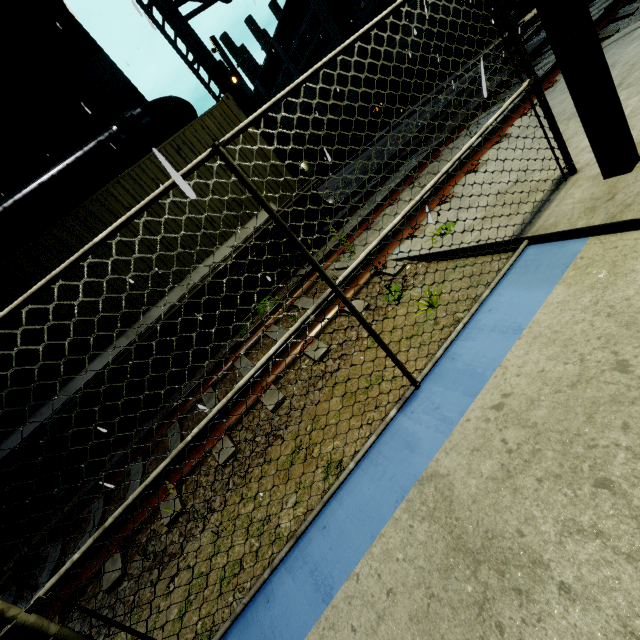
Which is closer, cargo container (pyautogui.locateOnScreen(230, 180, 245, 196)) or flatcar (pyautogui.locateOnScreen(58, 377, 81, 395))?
flatcar (pyautogui.locateOnScreen(58, 377, 81, 395))

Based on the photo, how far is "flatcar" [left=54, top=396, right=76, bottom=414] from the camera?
6.5m

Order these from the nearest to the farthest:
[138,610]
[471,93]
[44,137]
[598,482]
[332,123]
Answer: [598,482] → [138,610] → [44,137] → [471,93] → [332,123]

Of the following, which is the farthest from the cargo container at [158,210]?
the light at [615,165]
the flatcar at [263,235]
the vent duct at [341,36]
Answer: the vent duct at [341,36]

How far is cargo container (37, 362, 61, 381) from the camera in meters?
6.5 m

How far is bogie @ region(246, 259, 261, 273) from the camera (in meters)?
8.02

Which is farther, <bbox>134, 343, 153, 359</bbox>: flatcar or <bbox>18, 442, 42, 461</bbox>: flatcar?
<bbox>134, 343, 153, 359</bbox>: flatcar

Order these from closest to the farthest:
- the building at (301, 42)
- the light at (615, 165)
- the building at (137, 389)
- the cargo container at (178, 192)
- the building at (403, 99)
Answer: the cargo container at (178, 192) < the light at (615, 165) < the building at (137, 389) < the building at (403, 99) < the building at (301, 42)
